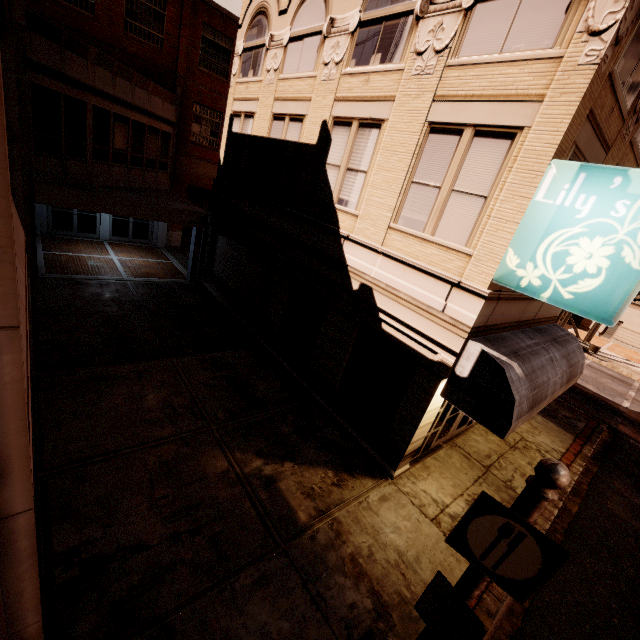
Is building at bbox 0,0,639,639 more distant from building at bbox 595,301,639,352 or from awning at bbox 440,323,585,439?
building at bbox 595,301,639,352

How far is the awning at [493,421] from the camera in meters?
→ 6.5 m

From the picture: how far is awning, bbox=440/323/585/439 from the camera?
6.5m

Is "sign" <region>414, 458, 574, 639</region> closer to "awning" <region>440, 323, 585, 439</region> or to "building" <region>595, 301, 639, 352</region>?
"awning" <region>440, 323, 585, 439</region>

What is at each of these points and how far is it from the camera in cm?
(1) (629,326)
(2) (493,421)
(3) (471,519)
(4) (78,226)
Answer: (1) building, 3534
(2) awning, 656
(3) sign, 327
(4) building, 1889

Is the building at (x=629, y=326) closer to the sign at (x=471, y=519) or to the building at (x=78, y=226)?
the building at (x=78, y=226)

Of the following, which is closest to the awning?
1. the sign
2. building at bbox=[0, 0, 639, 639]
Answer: building at bbox=[0, 0, 639, 639]
